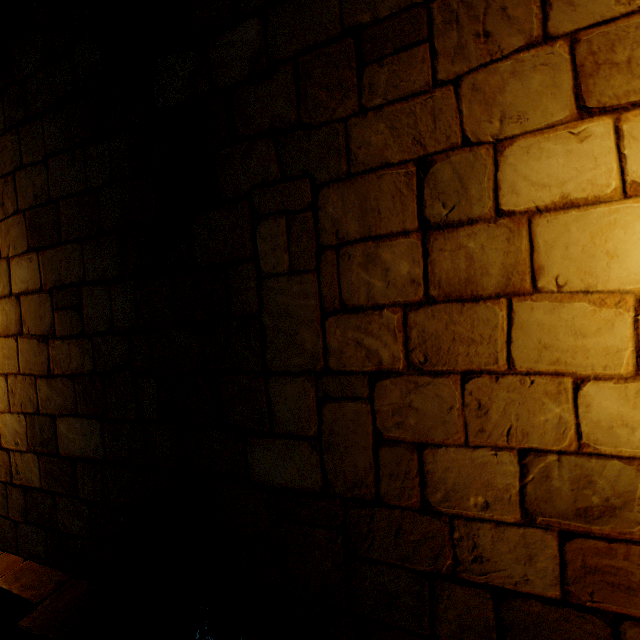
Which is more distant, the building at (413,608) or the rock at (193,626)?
the rock at (193,626)

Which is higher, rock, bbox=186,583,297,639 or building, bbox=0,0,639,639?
building, bbox=0,0,639,639

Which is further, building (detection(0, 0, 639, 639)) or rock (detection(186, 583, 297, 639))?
rock (detection(186, 583, 297, 639))

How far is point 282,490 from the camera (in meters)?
1.84

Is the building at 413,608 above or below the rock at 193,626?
above
